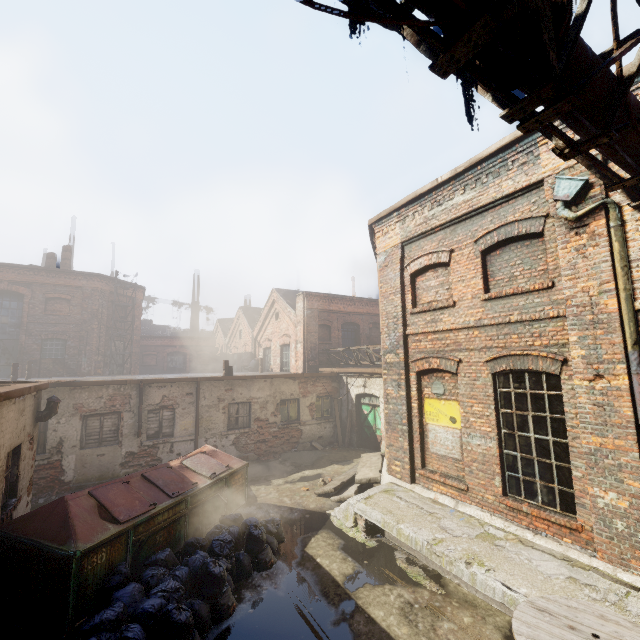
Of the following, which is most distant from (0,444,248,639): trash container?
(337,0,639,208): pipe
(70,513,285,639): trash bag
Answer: (337,0,639,208): pipe

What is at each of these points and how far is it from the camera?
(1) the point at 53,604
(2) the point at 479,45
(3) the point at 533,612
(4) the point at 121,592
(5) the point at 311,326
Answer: (1) trash container, 4.7 meters
(2) pipe, 2.3 meters
(3) spool, 4.0 meters
(4) trash bag, 4.8 meters
(5) building, 18.7 meters

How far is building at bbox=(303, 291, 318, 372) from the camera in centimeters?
1836cm

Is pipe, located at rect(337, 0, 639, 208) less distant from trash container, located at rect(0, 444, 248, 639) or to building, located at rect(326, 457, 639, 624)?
building, located at rect(326, 457, 639, 624)

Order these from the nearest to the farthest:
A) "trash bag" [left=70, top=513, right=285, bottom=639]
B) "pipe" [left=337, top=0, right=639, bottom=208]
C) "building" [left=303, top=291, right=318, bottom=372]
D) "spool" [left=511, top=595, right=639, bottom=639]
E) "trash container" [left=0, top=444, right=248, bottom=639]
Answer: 1. "pipe" [left=337, top=0, right=639, bottom=208]
2. "spool" [left=511, top=595, right=639, bottom=639]
3. "trash bag" [left=70, top=513, right=285, bottom=639]
4. "trash container" [left=0, top=444, right=248, bottom=639]
5. "building" [left=303, top=291, right=318, bottom=372]

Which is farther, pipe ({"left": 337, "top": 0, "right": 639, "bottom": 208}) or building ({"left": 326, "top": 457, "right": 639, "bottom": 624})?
building ({"left": 326, "top": 457, "right": 639, "bottom": 624})

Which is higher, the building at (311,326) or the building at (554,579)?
the building at (311,326)

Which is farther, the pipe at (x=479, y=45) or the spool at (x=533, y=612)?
the spool at (x=533, y=612)
